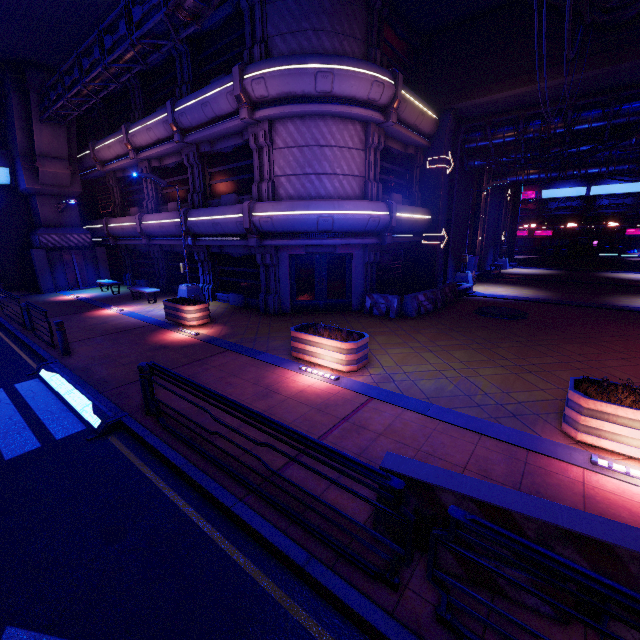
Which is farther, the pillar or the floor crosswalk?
the pillar

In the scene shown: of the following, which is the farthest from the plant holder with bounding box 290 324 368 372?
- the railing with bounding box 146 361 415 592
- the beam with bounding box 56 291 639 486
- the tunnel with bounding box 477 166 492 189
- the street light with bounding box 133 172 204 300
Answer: the tunnel with bounding box 477 166 492 189

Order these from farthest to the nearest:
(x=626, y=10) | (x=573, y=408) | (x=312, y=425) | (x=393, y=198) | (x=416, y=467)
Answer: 1. (x=393, y=198)
2. (x=626, y=10)
3. (x=312, y=425)
4. (x=573, y=408)
5. (x=416, y=467)

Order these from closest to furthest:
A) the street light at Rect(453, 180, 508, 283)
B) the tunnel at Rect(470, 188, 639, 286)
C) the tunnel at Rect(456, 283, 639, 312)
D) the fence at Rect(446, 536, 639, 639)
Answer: the fence at Rect(446, 536, 639, 639) → the tunnel at Rect(456, 283, 639, 312) → the street light at Rect(453, 180, 508, 283) → the tunnel at Rect(470, 188, 639, 286)

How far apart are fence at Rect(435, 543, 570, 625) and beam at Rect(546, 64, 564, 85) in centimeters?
1634cm

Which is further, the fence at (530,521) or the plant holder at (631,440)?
the plant holder at (631,440)

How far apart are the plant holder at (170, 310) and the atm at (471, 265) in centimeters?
1610cm

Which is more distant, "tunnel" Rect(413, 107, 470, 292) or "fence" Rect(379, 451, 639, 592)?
"tunnel" Rect(413, 107, 470, 292)
